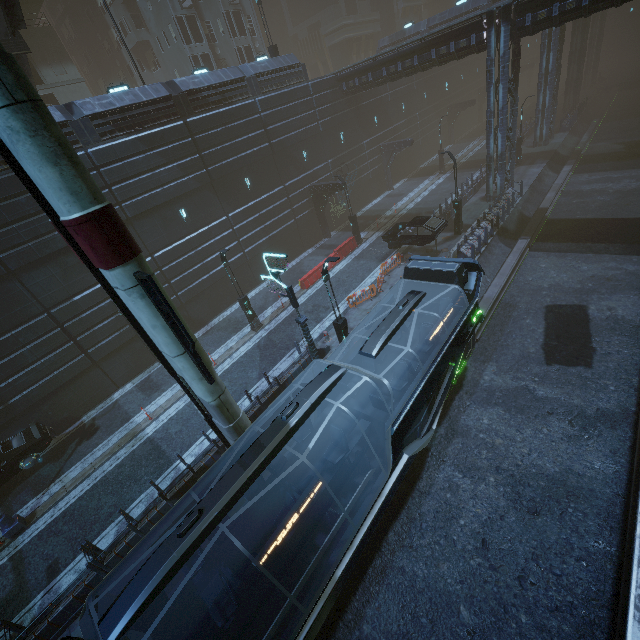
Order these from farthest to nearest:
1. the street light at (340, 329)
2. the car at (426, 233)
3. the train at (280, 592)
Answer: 1. the car at (426, 233)
2. the street light at (340, 329)
3. the train at (280, 592)

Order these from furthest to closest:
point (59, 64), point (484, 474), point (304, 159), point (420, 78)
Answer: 1. point (420, 78)
2. point (59, 64)
3. point (304, 159)
4. point (484, 474)

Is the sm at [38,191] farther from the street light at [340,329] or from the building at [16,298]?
the street light at [340,329]

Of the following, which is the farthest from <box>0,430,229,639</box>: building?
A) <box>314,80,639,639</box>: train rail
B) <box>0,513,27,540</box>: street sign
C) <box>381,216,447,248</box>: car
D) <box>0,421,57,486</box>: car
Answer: <box>0,513,27,540</box>: street sign

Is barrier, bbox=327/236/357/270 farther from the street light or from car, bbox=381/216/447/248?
the street light

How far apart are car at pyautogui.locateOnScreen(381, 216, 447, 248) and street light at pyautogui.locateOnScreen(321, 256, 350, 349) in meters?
9.5 m

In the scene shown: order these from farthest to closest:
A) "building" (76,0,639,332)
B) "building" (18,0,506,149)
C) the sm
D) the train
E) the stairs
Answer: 1. "building" (76,0,639,332)
2. "building" (18,0,506,149)
3. the stairs
4. the train
5. the sm

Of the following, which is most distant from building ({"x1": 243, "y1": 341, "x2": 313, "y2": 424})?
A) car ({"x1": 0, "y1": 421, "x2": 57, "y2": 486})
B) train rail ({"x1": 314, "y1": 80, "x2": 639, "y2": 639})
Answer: car ({"x1": 0, "y1": 421, "x2": 57, "y2": 486})
